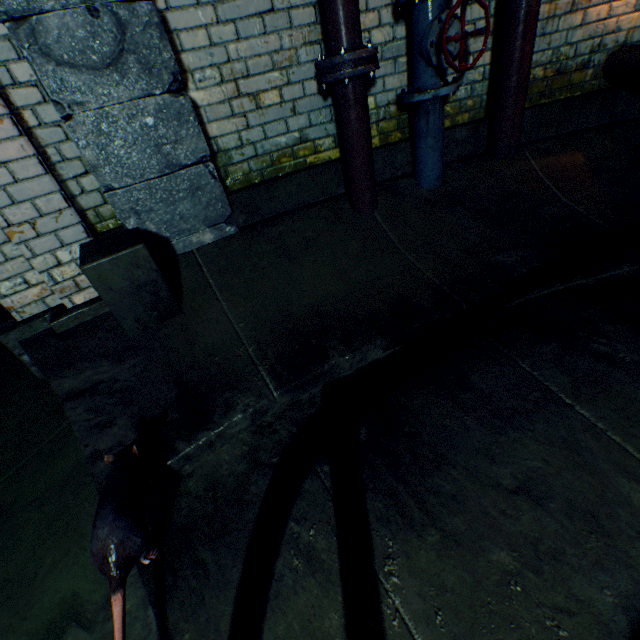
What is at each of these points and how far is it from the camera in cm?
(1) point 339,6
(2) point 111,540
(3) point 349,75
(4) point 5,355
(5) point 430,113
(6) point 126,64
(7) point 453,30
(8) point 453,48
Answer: (1) pipe, 174
(2) rat, 96
(3) pipe end, 185
(4) building tunnel, 260
(5) pipe, 221
(6) support column, 167
(7) valve, 185
(8) valve, 189

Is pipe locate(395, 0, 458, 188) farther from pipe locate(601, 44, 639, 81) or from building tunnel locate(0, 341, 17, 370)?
building tunnel locate(0, 341, 17, 370)

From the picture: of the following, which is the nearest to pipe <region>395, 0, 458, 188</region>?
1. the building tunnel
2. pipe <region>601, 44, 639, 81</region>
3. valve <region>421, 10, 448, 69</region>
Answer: valve <region>421, 10, 448, 69</region>

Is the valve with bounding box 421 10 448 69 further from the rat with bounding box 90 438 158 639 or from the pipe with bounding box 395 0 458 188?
the rat with bounding box 90 438 158 639

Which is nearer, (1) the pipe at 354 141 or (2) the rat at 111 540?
(2) the rat at 111 540

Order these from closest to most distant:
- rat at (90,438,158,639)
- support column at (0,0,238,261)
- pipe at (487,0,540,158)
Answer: rat at (90,438,158,639) < support column at (0,0,238,261) < pipe at (487,0,540,158)

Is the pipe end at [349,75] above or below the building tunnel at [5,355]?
above

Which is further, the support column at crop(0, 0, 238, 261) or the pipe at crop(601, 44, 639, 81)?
the pipe at crop(601, 44, 639, 81)
